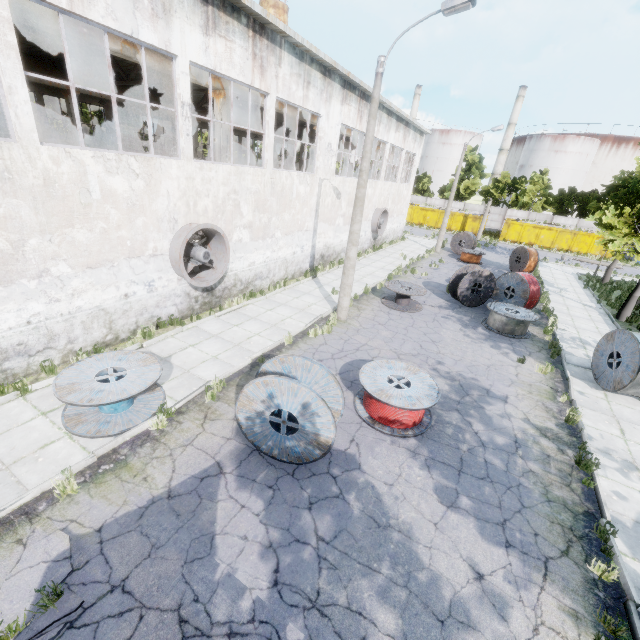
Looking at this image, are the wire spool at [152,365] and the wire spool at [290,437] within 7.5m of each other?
yes

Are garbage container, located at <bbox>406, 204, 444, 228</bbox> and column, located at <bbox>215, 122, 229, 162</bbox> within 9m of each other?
no

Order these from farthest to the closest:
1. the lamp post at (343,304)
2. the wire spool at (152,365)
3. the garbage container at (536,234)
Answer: the garbage container at (536,234) < the lamp post at (343,304) < the wire spool at (152,365)

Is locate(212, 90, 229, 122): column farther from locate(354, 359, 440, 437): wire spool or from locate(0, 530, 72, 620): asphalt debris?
locate(0, 530, 72, 620): asphalt debris

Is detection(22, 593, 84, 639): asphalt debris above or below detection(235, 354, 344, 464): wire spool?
below

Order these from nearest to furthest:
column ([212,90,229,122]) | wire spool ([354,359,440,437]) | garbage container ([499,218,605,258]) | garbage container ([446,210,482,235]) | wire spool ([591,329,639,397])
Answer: wire spool ([354,359,440,437])
wire spool ([591,329,639,397])
column ([212,90,229,122])
garbage container ([499,218,605,258])
garbage container ([446,210,482,235])

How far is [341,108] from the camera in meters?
16.8 m

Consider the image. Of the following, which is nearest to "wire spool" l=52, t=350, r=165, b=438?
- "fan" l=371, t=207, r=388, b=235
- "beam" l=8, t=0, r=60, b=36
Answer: "beam" l=8, t=0, r=60, b=36
